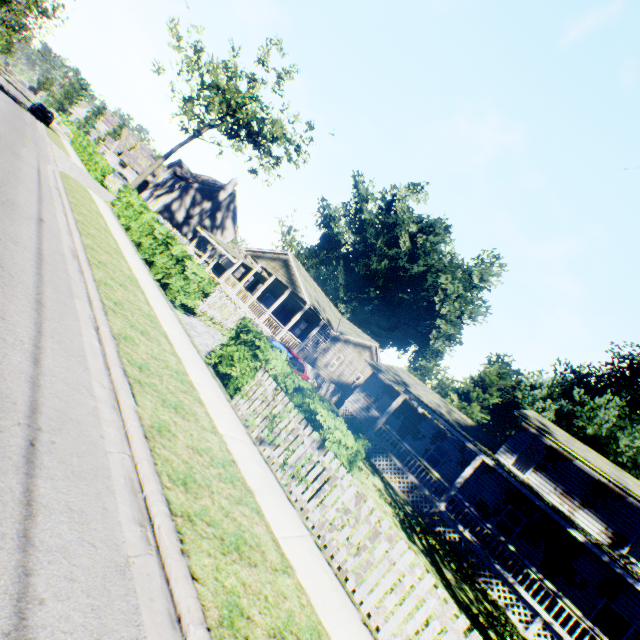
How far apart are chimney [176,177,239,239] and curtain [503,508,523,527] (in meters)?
46.44

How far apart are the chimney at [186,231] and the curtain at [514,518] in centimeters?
4644cm

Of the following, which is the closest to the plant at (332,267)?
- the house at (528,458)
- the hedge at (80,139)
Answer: the house at (528,458)

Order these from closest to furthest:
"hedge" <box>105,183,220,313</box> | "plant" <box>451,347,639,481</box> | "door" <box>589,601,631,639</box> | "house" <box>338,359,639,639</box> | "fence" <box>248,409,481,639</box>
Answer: "fence" <box>248,409,481,639</box> → "hedge" <box>105,183,220,313</box> → "house" <box>338,359,639,639</box> → "door" <box>589,601,631,639</box> → "plant" <box>451,347,639,481</box>

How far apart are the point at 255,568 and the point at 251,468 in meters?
2.2

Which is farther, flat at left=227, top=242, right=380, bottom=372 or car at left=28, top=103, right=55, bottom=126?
car at left=28, top=103, right=55, bottom=126

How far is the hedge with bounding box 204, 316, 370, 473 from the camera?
6.78m

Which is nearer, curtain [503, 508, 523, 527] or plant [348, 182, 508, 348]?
curtain [503, 508, 523, 527]
